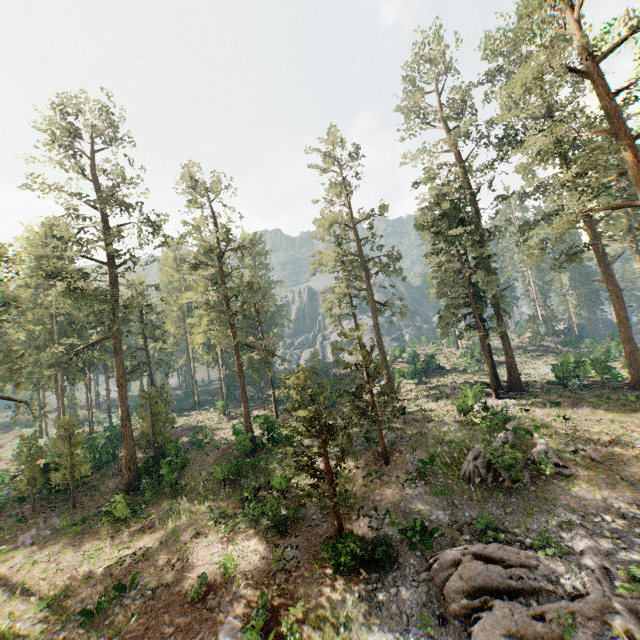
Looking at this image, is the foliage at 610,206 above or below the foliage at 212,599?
above

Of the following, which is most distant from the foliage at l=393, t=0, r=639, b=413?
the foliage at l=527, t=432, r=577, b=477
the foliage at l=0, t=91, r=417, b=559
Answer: the foliage at l=0, t=91, r=417, b=559

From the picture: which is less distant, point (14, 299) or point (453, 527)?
point (453, 527)

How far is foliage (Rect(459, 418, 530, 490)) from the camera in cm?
1819

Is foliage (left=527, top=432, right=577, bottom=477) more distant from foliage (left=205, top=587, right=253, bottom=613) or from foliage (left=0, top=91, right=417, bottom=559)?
foliage (left=0, top=91, right=417, bottom=559)

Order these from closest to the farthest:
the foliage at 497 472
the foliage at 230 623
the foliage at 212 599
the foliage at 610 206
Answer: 1. the foliage at 230 623
2. the foliage at 212 599
3. the foliage at 497 472
4. the foliage at 610 206
